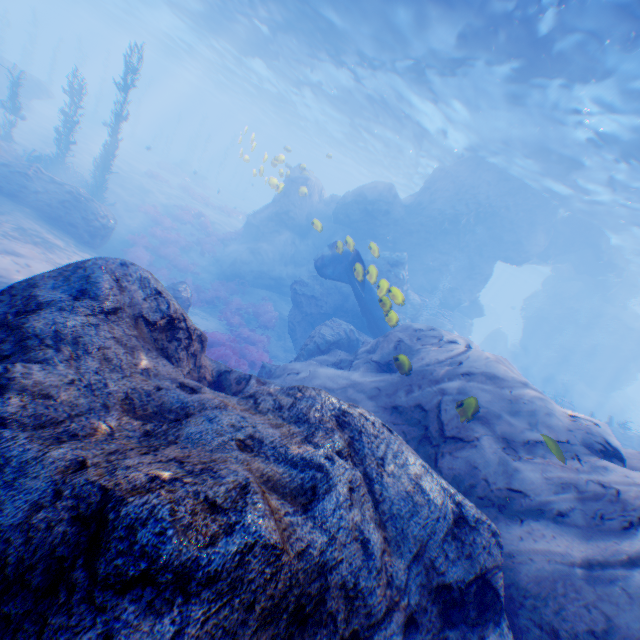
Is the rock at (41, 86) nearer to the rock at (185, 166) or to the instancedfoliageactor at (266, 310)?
the instancedfoliageactor at (266, 310)

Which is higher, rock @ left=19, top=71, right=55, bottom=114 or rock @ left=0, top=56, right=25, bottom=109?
rock @ left=0, top=56, right=25, bottom=109

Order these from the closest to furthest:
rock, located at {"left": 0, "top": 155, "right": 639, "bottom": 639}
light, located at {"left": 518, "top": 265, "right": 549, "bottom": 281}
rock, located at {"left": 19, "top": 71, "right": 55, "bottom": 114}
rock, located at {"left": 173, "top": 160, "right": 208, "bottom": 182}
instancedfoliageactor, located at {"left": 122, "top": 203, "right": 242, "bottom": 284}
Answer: rock, located at {"left": 0, "top": 155, "right": 639, "bottom": 639}, instancedfoliageactor, located at {"left": 122, "top": 203, "right": 242, "bottom": 284}, rock, located at {"left": 19, "top": 71, "right": 55, "bottom": 114}, rock, located at {"left": 173, "top": 160, "right": 208, "bottom": 182}, light, located at {"left": 518, "top": 265, "right": 549, "bottom": 281}

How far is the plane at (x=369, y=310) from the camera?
8.88m

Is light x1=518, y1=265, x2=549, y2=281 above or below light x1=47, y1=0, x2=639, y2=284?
above

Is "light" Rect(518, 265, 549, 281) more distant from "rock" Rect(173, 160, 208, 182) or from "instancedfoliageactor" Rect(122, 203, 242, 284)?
"rock" Rect(173, 160, 208, 182)

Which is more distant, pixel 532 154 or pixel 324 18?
pixel 532 154

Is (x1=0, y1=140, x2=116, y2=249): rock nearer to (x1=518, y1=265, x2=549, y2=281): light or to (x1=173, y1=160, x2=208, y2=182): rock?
(x1=518, y1=265, x2=549, y2=281): light
